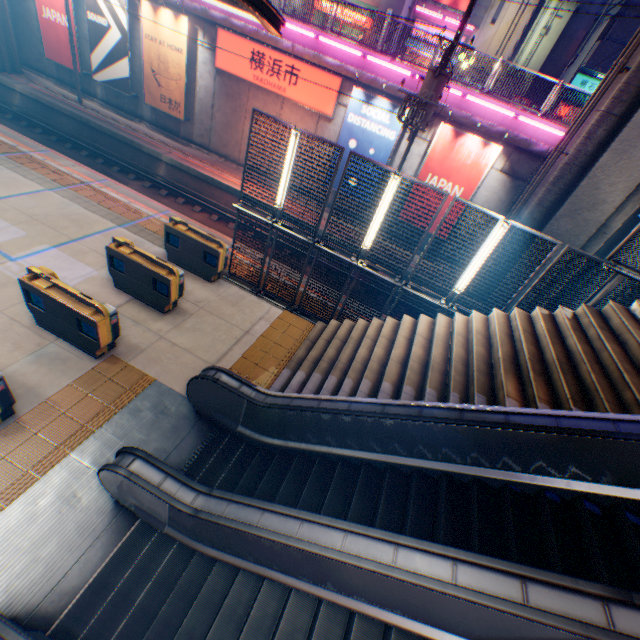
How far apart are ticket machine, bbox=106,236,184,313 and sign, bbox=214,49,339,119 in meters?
11.8 m

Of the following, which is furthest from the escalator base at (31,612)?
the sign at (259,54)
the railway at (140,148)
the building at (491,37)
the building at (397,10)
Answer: the building at (491,37)

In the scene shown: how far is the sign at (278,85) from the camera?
15.2 meters

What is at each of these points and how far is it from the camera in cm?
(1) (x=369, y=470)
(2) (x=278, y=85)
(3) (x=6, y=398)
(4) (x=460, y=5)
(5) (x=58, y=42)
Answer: (1) steps, 537
(2) sign, 1559
(3) ticket machine, 518
(4) billboard, 2077
(5) billboard, 1805

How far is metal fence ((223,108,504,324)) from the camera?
7.4m

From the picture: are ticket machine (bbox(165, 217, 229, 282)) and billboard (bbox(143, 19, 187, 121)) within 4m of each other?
no

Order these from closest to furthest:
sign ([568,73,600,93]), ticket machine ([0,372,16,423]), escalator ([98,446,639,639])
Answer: escalator ([98,446,639,639]) < ticket machine ([0,372,16,423]) < sign ([568,73,600,93])
